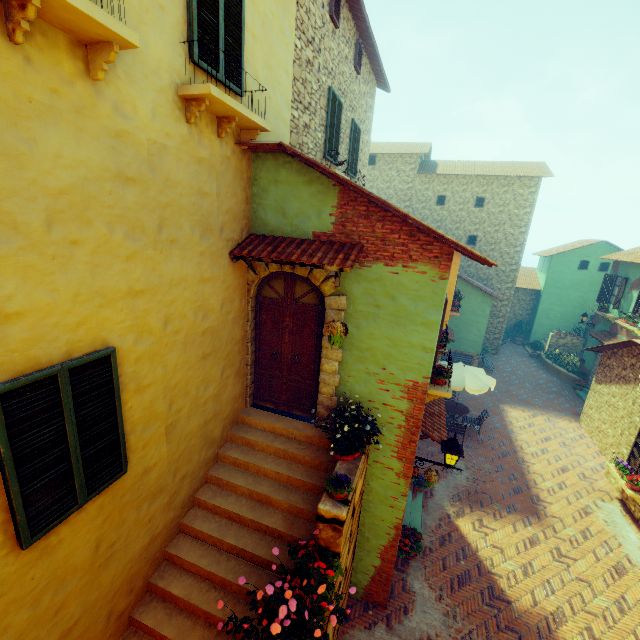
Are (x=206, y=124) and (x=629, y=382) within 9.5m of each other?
no

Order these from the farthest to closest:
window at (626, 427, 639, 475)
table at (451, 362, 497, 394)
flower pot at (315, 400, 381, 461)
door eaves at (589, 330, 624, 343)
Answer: door eaves at (589, 330, 624, 343) < table at (451, 362, 497, 394) < window at (626, 427, 639, 475) < flower pot at (315, 400, 381, 461)

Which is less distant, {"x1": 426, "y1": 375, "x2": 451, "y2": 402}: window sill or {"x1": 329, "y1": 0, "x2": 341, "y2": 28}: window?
{"x1": 426, "y1": 375, "x2": 451, "y2": 402}: window sill

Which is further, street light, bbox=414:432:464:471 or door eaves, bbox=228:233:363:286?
street light, bbox=414:432:464:471

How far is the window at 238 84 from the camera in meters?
4.6 m

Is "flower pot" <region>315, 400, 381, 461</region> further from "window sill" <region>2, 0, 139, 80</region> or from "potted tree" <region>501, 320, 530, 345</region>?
"potted tree" <region>501, 320, 530, 345</region>

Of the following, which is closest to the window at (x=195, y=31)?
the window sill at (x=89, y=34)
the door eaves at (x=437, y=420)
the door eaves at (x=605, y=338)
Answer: the window sill at (x=89, y=34)

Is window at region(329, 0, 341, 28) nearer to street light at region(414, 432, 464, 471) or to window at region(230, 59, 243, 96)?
window at region(230, 59, 243, 96)
